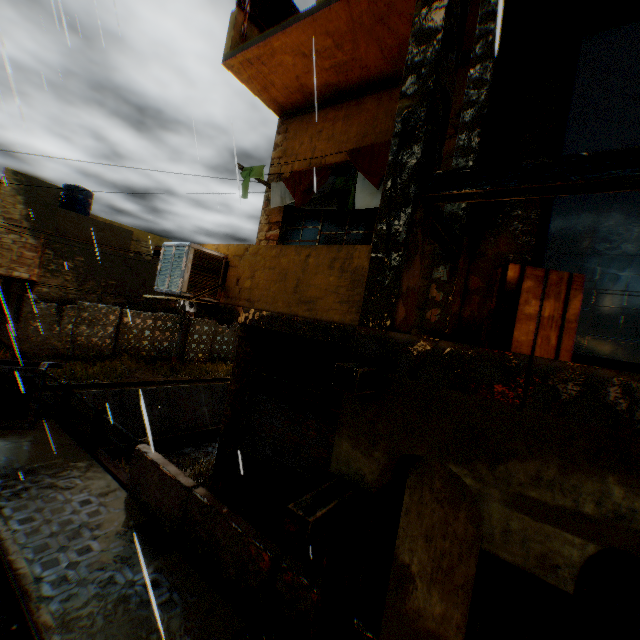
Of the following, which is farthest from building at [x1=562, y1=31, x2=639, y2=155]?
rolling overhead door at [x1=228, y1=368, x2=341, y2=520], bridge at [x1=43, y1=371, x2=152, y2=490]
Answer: bridge at [x1=43, y1=371, x2=152, y2=490]

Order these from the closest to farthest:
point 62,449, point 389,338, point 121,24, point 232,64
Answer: point 389,338 < point 232,64 < point 62,449 < point 121,24

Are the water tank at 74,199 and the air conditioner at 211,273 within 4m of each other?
no

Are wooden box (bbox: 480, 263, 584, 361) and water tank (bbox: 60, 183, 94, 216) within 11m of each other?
no

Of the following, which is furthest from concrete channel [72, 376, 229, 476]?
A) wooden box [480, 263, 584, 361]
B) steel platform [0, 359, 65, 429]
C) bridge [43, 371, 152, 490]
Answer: wooden box [480, 263, 584, 361]

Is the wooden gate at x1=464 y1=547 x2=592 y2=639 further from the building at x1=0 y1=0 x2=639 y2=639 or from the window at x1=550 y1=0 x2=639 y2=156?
the window at x1=550 y1=0 x2=639 y2=156

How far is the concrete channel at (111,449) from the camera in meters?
13.2 m

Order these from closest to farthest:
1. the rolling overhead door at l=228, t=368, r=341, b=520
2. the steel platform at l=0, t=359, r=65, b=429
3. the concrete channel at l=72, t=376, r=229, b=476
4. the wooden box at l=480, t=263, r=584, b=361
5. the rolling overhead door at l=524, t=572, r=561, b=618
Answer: the wooden box at l=480, t=263, r=584, b=361, the rolling overhead door at l=524, t=572, r=561, b=618, the rolling overhead door at l=228, t=368, r=341, b=520, the steel platform at l=0, t=359, r=65, b=429, the concrete channel at l=72, t=376, r=229, b=476
